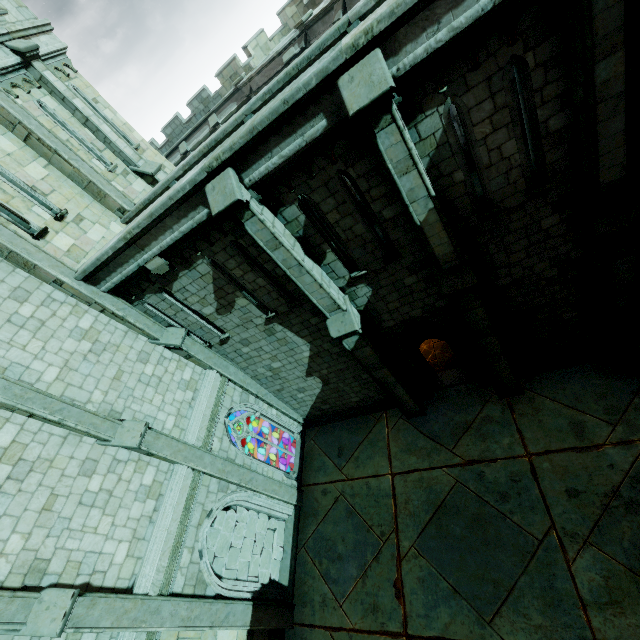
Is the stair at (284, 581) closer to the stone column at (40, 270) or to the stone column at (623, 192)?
the stone column at (40, 270)

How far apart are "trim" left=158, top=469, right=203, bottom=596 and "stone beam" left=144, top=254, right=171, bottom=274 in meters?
5.7 m

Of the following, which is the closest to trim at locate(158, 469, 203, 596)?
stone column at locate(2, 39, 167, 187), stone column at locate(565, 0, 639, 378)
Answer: stone column at locate(2, 39, 167, 187)

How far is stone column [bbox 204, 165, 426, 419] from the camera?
6.4 meters

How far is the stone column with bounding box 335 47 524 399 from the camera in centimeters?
491cm

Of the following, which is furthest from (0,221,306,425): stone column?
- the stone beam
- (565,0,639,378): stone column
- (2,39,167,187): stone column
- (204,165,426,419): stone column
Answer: (565,0,639,378): stone column

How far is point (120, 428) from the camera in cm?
826

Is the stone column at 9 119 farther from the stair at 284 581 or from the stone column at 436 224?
the stair at 284 581
